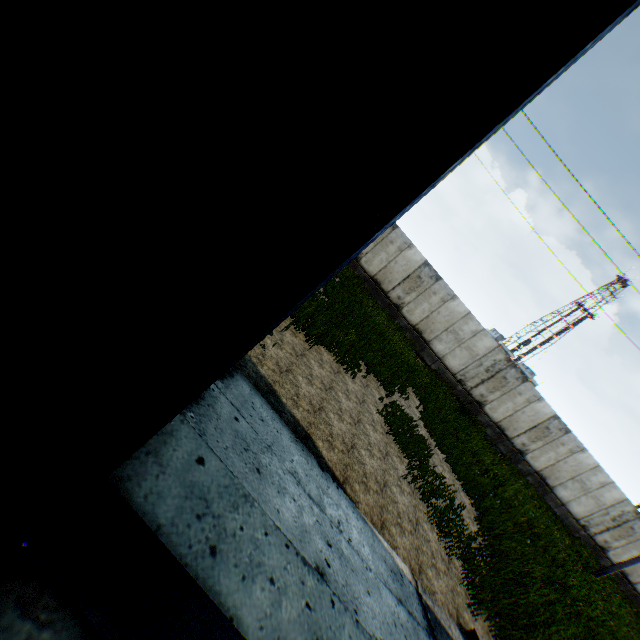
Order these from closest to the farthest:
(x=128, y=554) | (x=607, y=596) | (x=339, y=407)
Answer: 1. (x=128, y=554)
2. (x=339, y=407)
3. (x=607, y=596)
